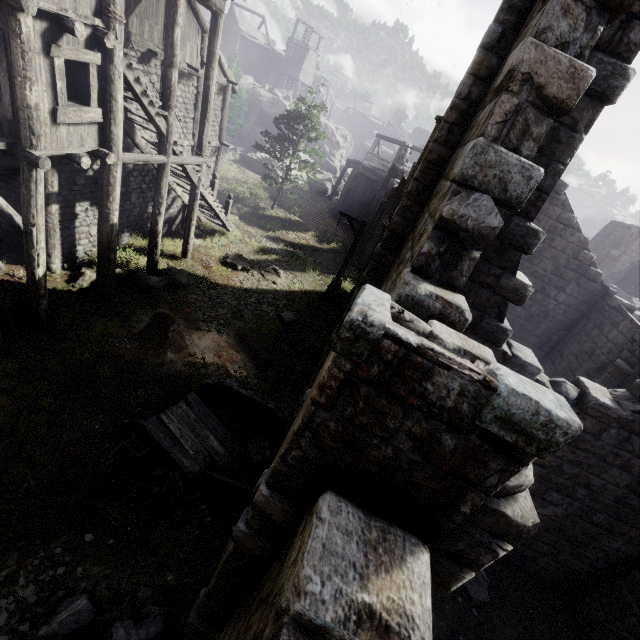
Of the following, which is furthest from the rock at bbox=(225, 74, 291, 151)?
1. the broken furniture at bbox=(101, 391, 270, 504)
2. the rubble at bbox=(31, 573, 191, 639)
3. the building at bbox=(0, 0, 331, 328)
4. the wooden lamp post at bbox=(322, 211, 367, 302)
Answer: the rubble at bbox=(31, 573, 191, 639)

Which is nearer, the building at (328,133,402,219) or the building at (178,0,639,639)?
the building at (178,0,639,639)

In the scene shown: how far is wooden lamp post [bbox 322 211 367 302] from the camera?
16.3m

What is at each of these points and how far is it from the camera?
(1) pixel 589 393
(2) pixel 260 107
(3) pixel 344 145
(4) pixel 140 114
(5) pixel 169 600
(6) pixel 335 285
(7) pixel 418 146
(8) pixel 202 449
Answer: (1) building, 7.0m
(2) rock, 35.0m
(3) rock, 47.0m
(4) building, 11.2m
(5) rubble, 5.9m
(6) wooden lamp post, 18.0m
(7) building, 52.1m
(8) broken furniture, 8.4m

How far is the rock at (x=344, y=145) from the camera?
40.8m

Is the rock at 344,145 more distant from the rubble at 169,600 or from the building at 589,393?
the rubble at 169,600

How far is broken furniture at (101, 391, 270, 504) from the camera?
7.71m

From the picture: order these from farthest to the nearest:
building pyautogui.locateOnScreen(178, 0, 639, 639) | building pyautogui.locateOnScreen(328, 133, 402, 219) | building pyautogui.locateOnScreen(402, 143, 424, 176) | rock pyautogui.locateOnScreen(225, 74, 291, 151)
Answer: rock pyautogui.locateOnScreen(225, 74, 291, 151) < building pyautogui.locateOnScreen(402, 143, 424, 176) < building pyautogui.locateOnScreen(328, 133, 402, 219) < building pyautogui.locateOnScreen(178, 0, 639, 639)
